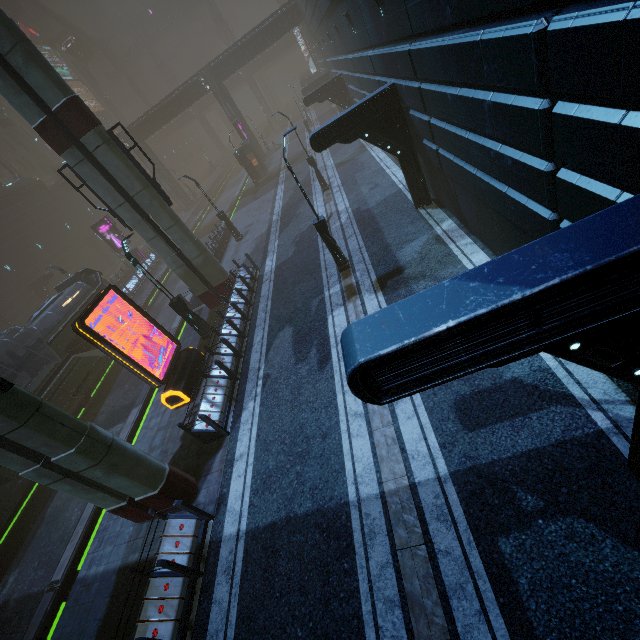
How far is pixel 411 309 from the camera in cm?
300

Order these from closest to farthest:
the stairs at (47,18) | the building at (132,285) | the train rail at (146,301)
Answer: the train rail at (146,301), the building at (132,285), the stairs at (47,18)

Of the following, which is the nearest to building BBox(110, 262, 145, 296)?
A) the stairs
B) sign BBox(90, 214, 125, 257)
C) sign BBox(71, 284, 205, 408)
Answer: sign BBox(90, 214, 125, 257)

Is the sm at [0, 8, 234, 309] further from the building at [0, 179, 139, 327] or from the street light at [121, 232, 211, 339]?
the street light at [121, 232, 211, 339]

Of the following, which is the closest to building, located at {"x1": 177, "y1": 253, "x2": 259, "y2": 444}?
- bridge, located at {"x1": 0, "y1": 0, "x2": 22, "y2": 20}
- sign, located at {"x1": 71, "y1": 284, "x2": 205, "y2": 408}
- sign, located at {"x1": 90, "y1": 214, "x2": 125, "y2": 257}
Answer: sign, located at {"x1": 90, "y1": 214, "x2": 125, "y2": 257}

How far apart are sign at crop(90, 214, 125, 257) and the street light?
23.54m

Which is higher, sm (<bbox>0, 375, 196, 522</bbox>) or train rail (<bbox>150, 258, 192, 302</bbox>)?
sm (<bbox>0, 375, 196, 522</bbox>)

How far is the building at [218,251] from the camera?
23.5m
